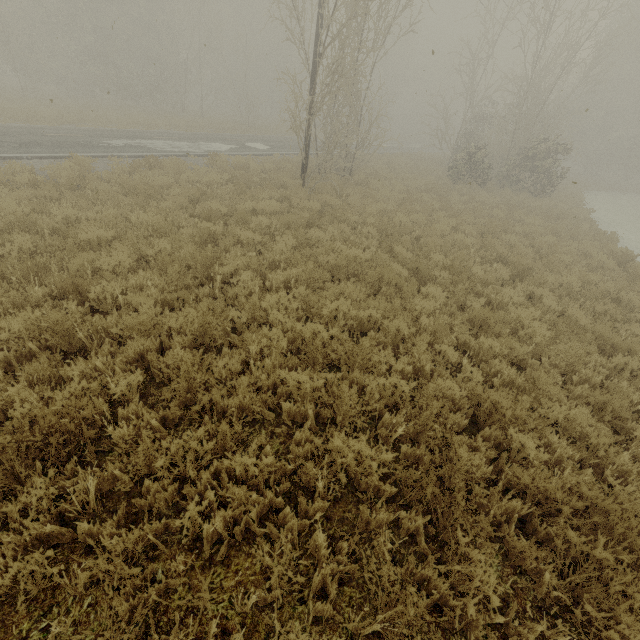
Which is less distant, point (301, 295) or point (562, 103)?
point (301, 295)
